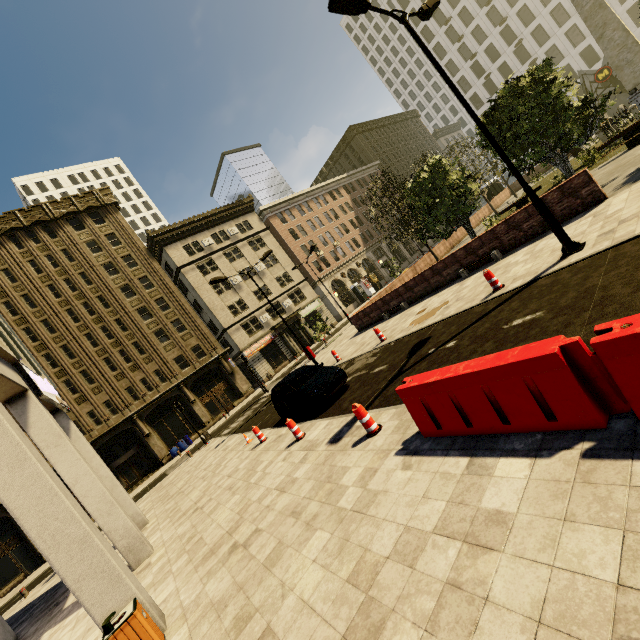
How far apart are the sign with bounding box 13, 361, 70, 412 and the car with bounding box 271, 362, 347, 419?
7.3m

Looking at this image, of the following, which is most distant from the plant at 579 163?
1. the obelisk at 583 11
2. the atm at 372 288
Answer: the atm at 372 288

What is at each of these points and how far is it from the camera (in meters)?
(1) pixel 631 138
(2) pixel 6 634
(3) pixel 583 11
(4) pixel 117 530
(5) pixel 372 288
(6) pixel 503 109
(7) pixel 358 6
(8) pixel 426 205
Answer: (1) bench, 15.33
(2) building, 10.65
(3) obelisk, 19.72
(4) building, 9.20
(5) atm, 49.94
(6) tree, 14.18
(7) street light, 7.21
(8) tree, 18.72

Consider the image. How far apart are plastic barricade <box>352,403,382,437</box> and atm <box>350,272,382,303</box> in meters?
43.5

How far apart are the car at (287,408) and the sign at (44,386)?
7.28m

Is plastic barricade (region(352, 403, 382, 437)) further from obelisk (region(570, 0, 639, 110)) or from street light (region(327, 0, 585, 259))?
obelisk (region(570, 0, 639, 110))

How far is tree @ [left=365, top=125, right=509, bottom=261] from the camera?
17.2m

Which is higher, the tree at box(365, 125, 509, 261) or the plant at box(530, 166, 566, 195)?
the tree at box(365, 125, 509, 261)
